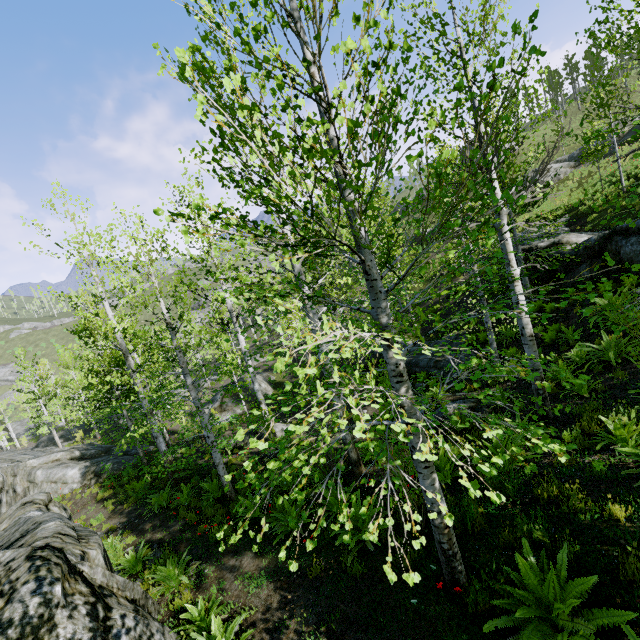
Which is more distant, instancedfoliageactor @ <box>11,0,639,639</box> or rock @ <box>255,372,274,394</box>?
rock @ <box>255,372,274,394</box>

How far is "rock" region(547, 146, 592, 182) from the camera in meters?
30.9

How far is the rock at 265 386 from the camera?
26.9m

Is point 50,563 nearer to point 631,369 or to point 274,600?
point 274,600

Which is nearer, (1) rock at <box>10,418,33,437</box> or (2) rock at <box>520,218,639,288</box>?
(2) rock at <box>520,218,639,288</box>

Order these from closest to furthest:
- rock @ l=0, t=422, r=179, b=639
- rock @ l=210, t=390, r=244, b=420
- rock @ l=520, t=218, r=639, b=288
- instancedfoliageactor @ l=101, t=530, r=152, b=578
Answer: rock @ l=0, t=422, r=179, b=639 < instancedfoliageactor @ l=101, t=530, r=152, b=578 < rock @ l=520, t=218, r=639, b=288 < rock @ l=210, t=390, r=244, b=420

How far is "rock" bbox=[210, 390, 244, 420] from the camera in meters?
24.1

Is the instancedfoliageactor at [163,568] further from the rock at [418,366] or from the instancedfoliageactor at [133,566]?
the rock at [418,366]
